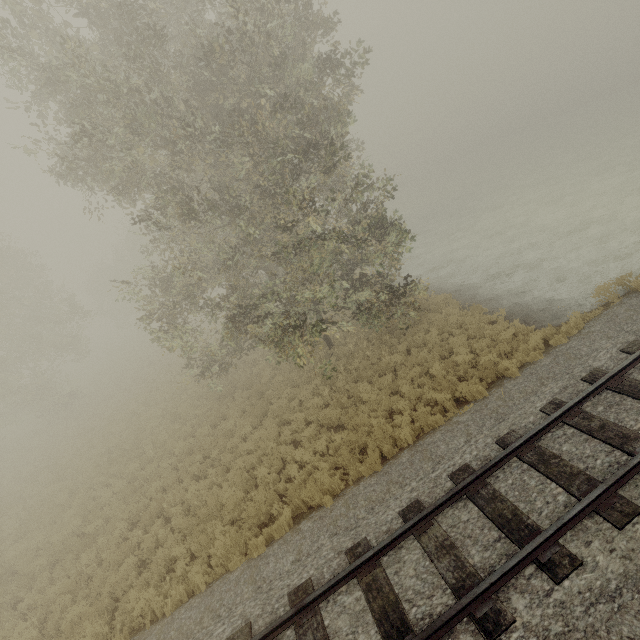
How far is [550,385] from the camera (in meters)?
8.35
